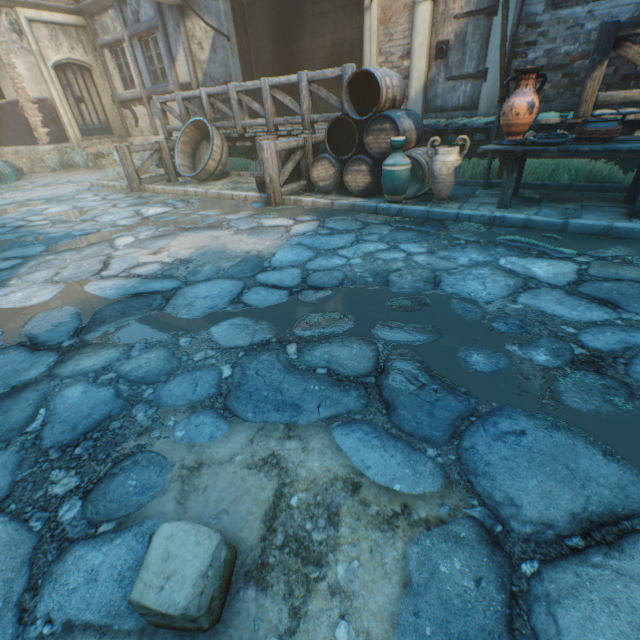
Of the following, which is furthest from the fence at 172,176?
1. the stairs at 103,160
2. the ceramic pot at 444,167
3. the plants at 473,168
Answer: the stairs at 103,160

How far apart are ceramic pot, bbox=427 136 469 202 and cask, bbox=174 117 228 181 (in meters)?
5.18

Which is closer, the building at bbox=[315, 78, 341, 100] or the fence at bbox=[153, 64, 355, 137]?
the fence at bbox=[153, 64, 355, 137]

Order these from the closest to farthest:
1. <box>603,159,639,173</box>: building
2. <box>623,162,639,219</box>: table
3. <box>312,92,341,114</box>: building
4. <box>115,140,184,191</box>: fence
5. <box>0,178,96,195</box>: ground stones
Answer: <box>623,162,639,219</box>: table < <box>603,159,639,173</box>: building < <box>115,140,184,191</box>: fence < <box>0,178,96,195</box>: ground stones < <box>312,92,341,114</box>: building

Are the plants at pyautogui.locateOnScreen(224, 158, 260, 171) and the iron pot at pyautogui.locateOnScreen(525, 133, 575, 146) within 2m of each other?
no

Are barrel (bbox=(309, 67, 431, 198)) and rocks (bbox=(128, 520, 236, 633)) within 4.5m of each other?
no

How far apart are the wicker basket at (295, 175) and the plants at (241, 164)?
1.70m

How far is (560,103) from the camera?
5.9m
